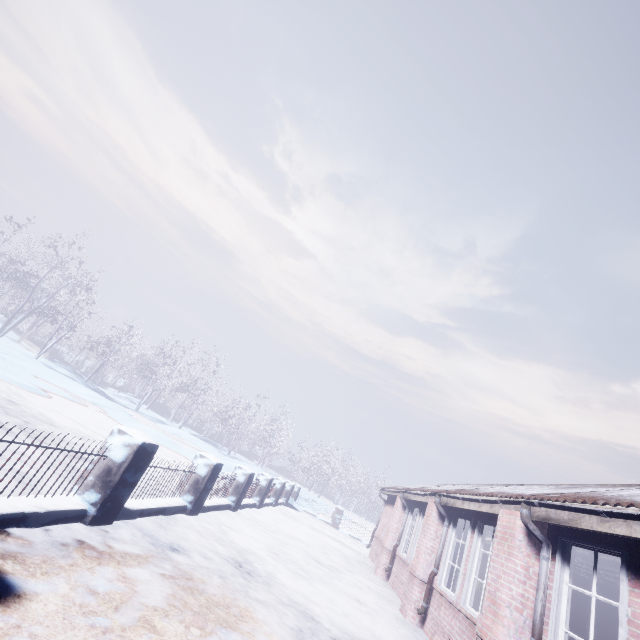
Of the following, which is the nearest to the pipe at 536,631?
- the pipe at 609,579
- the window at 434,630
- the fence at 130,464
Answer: the window at 434,630

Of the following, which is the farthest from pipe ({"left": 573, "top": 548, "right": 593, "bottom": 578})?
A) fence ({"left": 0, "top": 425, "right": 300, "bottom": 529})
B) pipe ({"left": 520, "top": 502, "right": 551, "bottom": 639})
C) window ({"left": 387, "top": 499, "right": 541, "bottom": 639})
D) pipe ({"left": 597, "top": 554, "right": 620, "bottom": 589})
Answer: fence ({"left": 0, "top": 425, "right": 300, "bottom": 529})

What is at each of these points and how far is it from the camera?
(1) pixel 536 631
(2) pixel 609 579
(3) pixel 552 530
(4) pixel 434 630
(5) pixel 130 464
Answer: (1) pipe, 3.4 meters
(2) pipe, 4.8 meters
(3) window, 3.9 meters
(4) window, 5.5 meters
(5) fence, 3.6 meters

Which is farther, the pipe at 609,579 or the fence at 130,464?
the pipe at 609,579

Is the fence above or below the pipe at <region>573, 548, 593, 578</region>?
below

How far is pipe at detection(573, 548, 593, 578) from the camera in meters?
4.3 m

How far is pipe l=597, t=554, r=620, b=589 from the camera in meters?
4.0

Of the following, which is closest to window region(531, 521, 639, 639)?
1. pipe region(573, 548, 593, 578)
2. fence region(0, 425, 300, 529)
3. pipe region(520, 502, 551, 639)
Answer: pipe region(520, 502, 551, 639)
